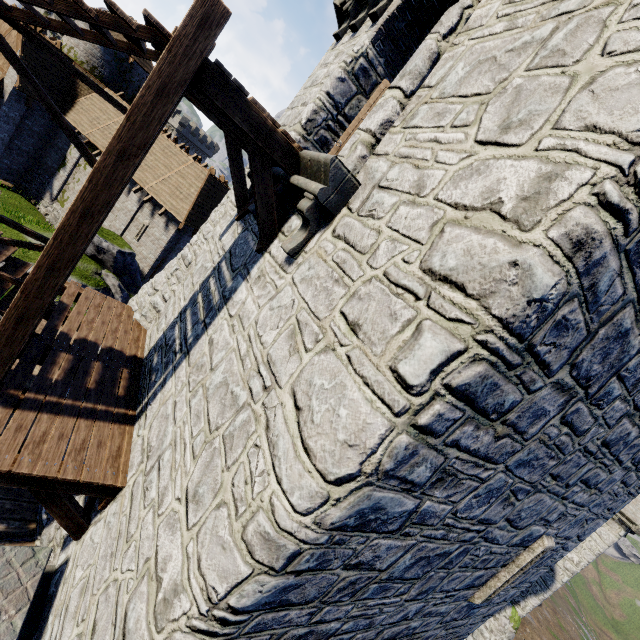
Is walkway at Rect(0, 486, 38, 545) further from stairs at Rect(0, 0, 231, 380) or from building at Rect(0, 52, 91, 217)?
building at Rect(0, 52, 91, 217)

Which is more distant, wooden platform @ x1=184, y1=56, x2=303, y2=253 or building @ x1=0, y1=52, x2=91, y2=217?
building @ x1=0, y1=52, x2=91, y2=217

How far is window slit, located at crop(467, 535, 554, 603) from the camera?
6.1 meters

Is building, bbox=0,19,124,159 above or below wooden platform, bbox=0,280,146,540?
above

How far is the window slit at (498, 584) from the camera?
6.1 meters

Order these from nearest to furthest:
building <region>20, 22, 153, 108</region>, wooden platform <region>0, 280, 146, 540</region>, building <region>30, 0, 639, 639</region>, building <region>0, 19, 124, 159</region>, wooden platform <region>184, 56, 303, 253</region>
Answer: building <region>30, 0, 639, 639</region>, wooden platform <region>184, 56, 303, 253</region>, wooden platform <region>0, 280, 146, 540</region>, building <region>0, 19, 124, 159</region>, building <region>20, 22, 153, 108</region>

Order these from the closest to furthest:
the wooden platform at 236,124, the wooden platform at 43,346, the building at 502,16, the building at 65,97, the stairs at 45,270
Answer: the building at 502,16 < the stairs at 45,270 < the wooden platform at 236,124 < the wooden platform at 43,346 < the building at 65,97

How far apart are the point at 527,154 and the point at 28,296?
6.0 meters
